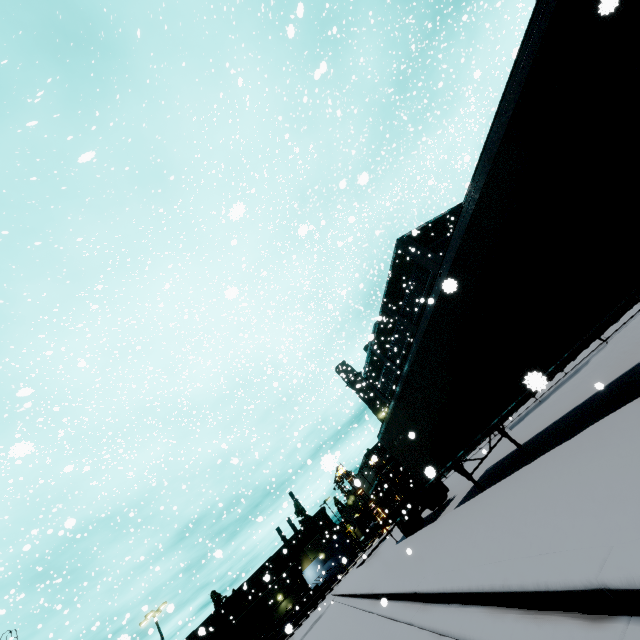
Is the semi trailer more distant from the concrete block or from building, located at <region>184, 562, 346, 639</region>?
the concrete block

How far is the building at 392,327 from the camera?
27.6m

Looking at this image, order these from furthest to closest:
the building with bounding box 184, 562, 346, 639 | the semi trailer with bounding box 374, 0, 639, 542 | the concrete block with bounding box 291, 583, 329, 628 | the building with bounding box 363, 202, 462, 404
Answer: the building with bounding box 184, 562, 346, 639 < the concrete block with bounding box 291, 583, 329, 628 < the building with bounding box 363, 202, 462, 404 < the semi trailer with bounding box 374, 0, 639, 542

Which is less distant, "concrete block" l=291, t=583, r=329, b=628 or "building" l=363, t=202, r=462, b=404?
"building" l=363, t=202, r=462, b=404

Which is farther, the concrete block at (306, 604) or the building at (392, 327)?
the concrete block at (306, 604)

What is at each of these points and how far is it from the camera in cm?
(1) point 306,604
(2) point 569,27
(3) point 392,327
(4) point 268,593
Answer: (1) concrete block, 4878
(2) semi trailer, 357
(3) building, 3566
(4) building, 5156

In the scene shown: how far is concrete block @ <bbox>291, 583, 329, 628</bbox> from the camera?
46.9m
